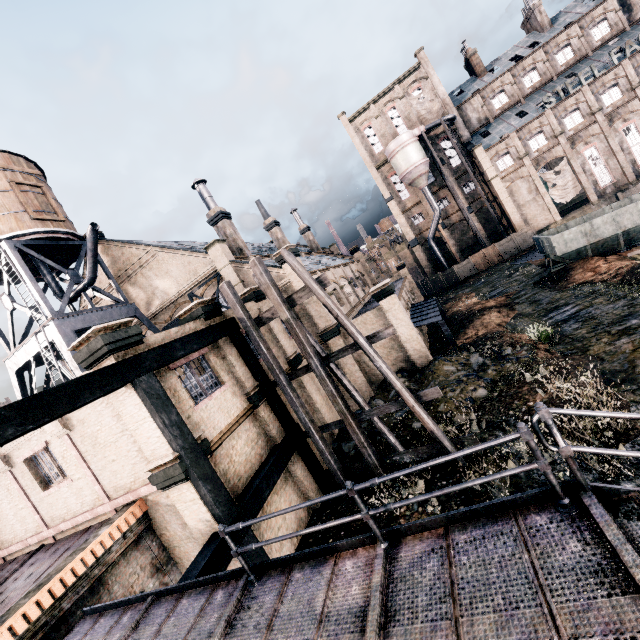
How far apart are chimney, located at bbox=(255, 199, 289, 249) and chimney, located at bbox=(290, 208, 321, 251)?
10.8m

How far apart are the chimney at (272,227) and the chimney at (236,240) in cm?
947

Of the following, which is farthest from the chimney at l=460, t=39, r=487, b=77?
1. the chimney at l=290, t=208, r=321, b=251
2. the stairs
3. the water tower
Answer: the stairs

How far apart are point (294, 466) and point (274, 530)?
2.73m

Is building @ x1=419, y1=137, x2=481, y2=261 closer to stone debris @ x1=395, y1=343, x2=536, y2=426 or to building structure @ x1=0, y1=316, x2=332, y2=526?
stone debris @ x1=395, y1=343, x2=536, y2=426

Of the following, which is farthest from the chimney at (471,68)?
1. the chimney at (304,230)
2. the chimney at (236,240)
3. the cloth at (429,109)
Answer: the chimney at (236,240)

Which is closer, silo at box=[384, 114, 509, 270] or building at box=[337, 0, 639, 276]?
building at box=[337, 0, 639, 276]

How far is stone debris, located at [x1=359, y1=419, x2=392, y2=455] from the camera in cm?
1507
